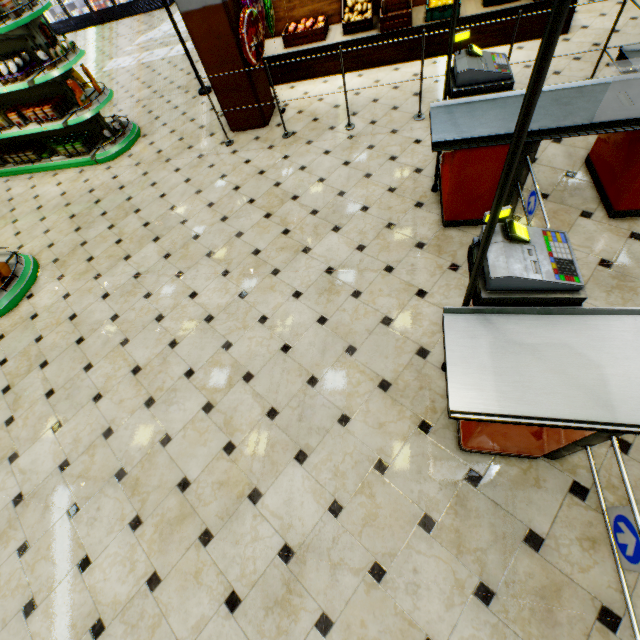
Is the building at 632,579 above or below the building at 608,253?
below

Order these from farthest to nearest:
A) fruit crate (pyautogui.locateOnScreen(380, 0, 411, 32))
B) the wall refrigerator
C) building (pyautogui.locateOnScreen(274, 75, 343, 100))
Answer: the wall refrigerator → building (pyautogui.locateOnScreen(274, 75, 343, 100)) → fruit crate (pyautogui.locateOnScreen(380, 0, 411, 32))

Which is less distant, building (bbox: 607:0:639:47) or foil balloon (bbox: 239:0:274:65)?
foil balloon (bbox: 239:0:274:65)

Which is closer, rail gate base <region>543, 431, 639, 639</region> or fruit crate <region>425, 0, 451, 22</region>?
rail gate base <region>543, 431, 639, 639</region>

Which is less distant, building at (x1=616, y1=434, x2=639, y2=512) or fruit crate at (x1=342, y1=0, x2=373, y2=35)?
building at (x1=616, y1=434, x2=639, y2=512)

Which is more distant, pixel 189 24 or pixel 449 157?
pixel 189 24

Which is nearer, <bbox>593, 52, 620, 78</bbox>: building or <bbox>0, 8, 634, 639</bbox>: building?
<bbox>0, 8, 634, 639</bbox>: building

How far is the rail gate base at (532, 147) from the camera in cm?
246
